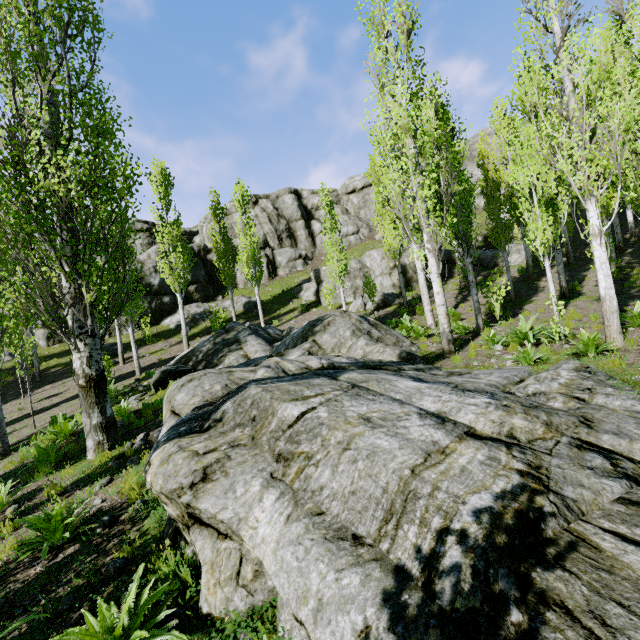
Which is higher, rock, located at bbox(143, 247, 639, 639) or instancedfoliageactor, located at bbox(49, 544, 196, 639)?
rock, located at bbox(143, 247, 639, 639)

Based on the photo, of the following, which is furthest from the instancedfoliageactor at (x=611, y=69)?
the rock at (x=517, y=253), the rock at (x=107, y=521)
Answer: the rock at (x=107, y=521)

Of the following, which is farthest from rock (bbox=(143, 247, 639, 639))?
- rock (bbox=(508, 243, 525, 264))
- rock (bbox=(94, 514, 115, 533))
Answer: rock (bbox=(508, 243, 525, 264))

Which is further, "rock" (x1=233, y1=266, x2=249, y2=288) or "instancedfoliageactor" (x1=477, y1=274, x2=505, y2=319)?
"rock" (x1=233, y1=266, x2=249, y2=288)

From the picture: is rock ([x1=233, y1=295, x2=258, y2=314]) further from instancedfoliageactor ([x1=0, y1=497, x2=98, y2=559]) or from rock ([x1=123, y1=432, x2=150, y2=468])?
rock ([x1=123, y1=432, x2=150, y2=468])

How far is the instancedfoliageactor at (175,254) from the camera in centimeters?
2130cm

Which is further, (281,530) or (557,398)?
(557,398)

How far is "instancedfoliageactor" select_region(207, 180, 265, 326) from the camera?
21.6 meters
